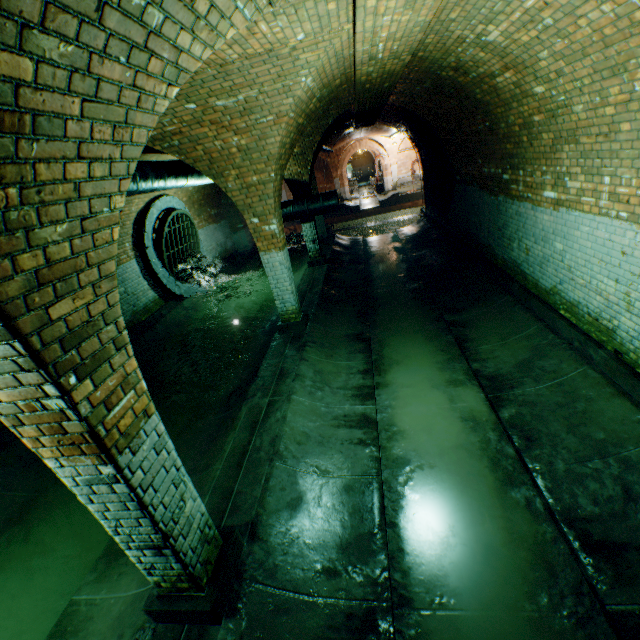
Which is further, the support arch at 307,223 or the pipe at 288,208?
the support arch at 307,223

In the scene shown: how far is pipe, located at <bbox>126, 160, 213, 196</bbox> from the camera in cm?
612

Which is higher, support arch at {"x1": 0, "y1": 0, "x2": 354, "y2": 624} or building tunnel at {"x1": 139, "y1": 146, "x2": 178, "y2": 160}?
building tunnel at {"x1": 139, "y1": 146, "x2": 178, "y2": 160}

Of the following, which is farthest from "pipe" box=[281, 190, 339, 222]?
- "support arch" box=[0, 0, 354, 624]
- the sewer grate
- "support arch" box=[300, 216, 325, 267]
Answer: the sewer grate

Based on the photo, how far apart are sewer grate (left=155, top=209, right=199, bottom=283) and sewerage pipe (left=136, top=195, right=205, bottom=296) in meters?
0.0

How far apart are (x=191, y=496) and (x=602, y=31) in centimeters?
530cm

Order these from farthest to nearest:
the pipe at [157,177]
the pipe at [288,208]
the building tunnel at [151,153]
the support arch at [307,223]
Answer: the support arch at [307,223] → the pipe at [288,208] → the building tunnel at [151,153] → the pipe at [157,177]

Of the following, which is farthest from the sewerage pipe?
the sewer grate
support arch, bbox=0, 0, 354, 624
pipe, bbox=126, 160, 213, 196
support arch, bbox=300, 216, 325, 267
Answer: support arch, bbox=0, 0, 354, 624
